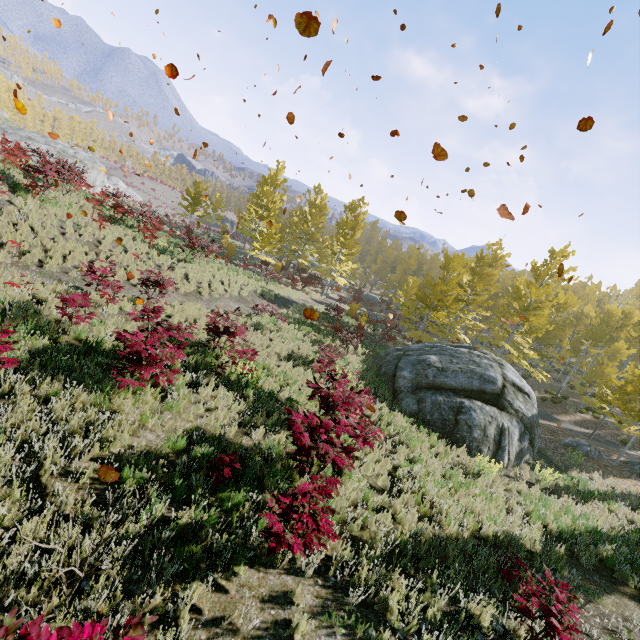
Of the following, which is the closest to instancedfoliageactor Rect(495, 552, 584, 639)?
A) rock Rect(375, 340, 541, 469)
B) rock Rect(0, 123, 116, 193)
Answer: rock Rect(375, 340, 541, 469)

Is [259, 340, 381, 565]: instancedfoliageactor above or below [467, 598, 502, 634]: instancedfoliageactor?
above

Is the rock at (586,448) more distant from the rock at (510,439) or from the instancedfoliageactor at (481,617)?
the instancedfoliageactor at (481,617)

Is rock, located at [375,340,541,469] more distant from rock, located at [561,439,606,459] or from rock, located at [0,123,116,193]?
rock, located at [0,123,116,193]

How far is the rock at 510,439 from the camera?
12.2m

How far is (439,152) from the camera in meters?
3.8 m

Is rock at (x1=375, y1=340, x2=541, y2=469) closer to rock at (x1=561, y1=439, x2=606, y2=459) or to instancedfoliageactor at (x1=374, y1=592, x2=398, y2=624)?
rock at (x1=561, y1=439, x2=606, y2=459)

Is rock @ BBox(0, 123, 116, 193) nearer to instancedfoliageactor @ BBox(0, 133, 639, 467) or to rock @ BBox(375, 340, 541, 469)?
instancedfoliageactor @ BBox(0, 133, 639, 467)
